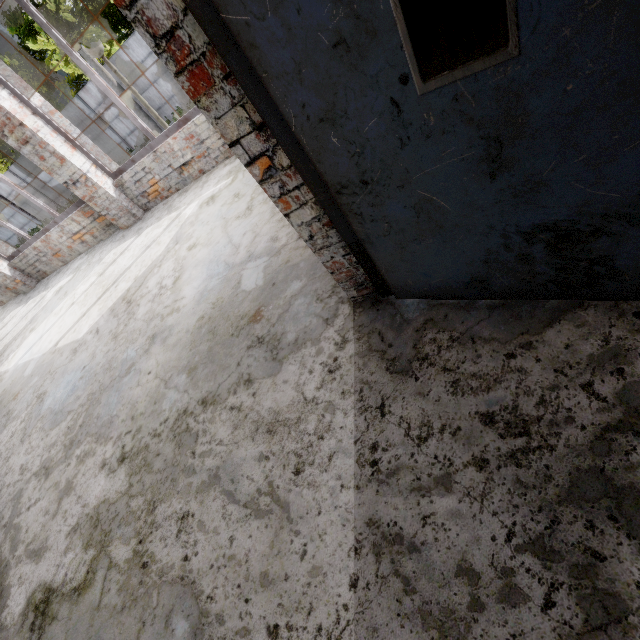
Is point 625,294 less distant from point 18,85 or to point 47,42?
point 18,85
